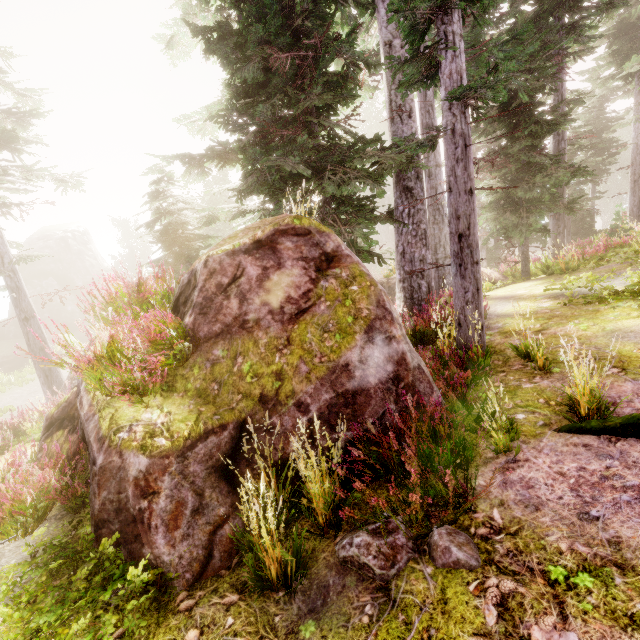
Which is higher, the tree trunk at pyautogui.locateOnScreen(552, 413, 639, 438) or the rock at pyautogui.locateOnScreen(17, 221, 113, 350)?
the rock at pyautogui.locateOnScreen(17, 221, 113, 350)

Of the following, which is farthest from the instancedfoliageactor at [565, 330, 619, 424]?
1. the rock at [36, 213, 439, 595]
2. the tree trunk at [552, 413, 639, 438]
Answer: the tree trunk at [552, 413, 639, 438]

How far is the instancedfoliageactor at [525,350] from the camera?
5.2 meters

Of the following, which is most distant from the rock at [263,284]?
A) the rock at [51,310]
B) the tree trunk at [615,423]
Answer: the rock at [51,310]

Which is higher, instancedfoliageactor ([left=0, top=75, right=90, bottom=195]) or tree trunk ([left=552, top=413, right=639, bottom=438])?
instancedfoliageactor ([left=0, top=75, right=90, bottom=195])

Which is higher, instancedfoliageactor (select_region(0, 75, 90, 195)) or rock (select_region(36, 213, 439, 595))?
instancedfoliageactor (select_region(0, 75, 90, 195))

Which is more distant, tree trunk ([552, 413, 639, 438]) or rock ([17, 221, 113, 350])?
rock ([17, 221, 113, 350])

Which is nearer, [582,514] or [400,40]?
[582,514]
